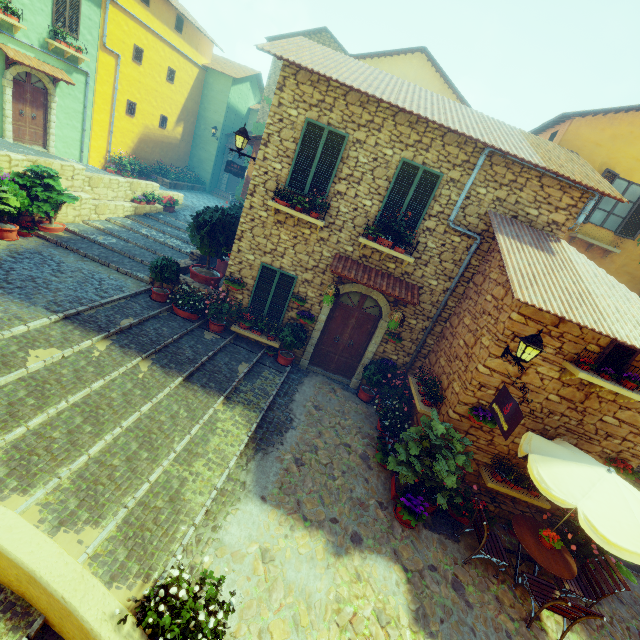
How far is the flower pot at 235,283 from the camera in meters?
9.1

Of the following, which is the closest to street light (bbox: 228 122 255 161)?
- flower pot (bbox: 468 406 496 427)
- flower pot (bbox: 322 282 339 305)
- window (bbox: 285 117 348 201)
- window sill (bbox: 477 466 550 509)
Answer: window (bbox: 285 117 348 201)

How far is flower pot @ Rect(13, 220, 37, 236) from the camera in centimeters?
971cm

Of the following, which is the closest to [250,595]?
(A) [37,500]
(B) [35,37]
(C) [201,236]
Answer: (A) [37,500]

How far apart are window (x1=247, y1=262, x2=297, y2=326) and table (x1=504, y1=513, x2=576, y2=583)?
7.5m

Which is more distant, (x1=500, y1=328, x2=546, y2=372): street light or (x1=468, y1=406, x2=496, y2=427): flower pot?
(x1=468, y1=406, x2=496, y2=427): flower pot

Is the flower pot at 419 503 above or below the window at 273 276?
below

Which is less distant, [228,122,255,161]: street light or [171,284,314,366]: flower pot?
[228,122,255,161]: street light
